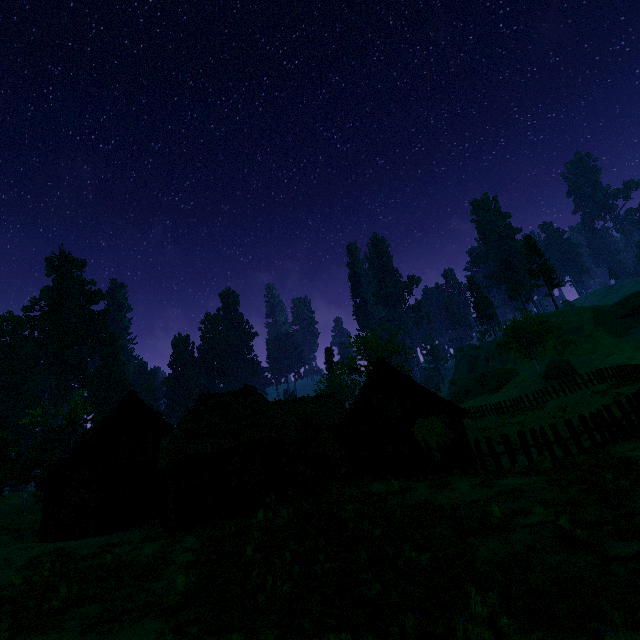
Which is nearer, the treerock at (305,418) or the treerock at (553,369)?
the treerock at (305,418)

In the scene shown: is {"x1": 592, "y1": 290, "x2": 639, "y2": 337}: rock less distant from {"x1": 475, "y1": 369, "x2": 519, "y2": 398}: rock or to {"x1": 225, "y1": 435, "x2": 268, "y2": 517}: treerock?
{"x1": 475, "y1": 369, "x2": 519, "y2": 398}: rock

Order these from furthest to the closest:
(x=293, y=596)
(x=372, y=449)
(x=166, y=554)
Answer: (x=372, y=449) → (x=166, y=554) → (x=293, y=596)

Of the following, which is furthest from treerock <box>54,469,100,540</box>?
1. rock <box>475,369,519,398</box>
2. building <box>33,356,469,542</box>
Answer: rock <box>475,369,519,398</box>

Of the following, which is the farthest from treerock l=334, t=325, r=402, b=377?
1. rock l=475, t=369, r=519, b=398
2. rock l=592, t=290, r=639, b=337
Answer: rock l=592, t=290, r=639, b=337

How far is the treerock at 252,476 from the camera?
14.8 meters

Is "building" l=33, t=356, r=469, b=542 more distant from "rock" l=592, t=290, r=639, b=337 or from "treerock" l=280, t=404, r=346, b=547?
"rock" l=592, t=290, r=639, b=337
